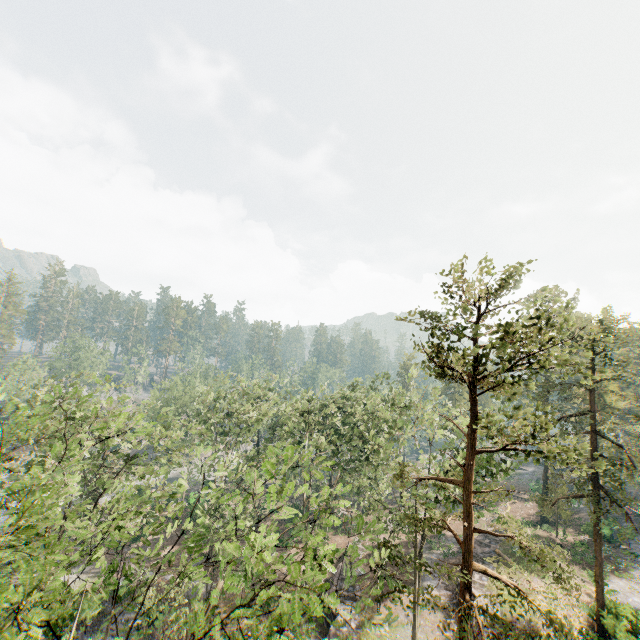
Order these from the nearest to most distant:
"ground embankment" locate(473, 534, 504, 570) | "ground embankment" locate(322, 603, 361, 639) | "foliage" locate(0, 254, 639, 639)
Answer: "foliage" locate(0, 254, 639, 639)
"ground embankment" locate(322, 603, 361, 639)
"ground embankment" locate(473, 534, 504, 570)

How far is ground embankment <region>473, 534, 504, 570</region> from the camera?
31.58m

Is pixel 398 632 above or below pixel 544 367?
below

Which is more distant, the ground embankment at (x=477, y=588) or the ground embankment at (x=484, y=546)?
the ground embankment at (x=484, y=546)

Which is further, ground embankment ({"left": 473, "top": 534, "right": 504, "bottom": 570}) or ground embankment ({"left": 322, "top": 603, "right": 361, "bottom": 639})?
ground embankment ({"left": 473, "top": 534, "right": 504, "bottom": 570})

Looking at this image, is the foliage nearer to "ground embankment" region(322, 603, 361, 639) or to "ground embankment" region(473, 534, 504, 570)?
"ground embankment" region(322, 603, 361, 639)

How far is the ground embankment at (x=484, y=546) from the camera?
31.6 meters
